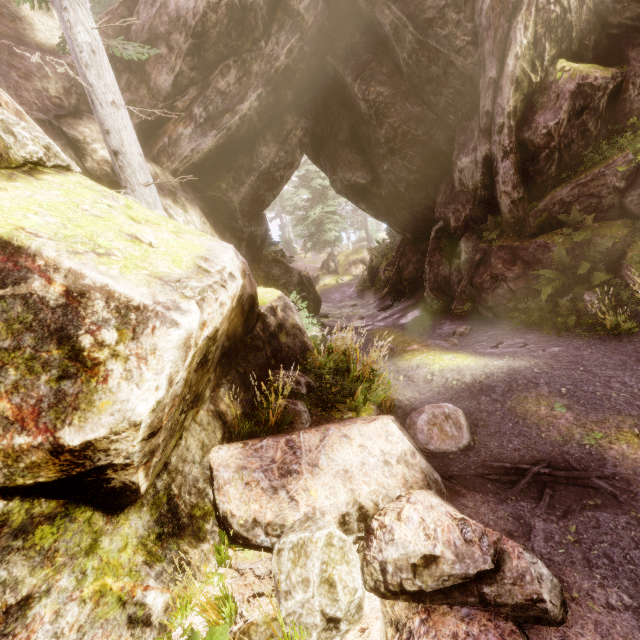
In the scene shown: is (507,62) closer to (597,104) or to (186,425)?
(597,104)

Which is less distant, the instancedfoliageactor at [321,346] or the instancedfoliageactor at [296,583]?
the instancedfoliageactor at [296,583]

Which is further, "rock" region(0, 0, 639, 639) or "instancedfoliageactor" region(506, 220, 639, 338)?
"instancedfoliageactor" region(506, 220, 639, 338)

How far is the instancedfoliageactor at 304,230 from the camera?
26.89m

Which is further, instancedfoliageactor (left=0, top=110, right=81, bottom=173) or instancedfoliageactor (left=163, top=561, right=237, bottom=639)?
instancedfoliageactor (left=0, top=110, right=81, bottom=173)

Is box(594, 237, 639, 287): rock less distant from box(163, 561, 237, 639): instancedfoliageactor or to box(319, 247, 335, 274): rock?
box(163, 561, 237, 639): instancedfoliageactor
